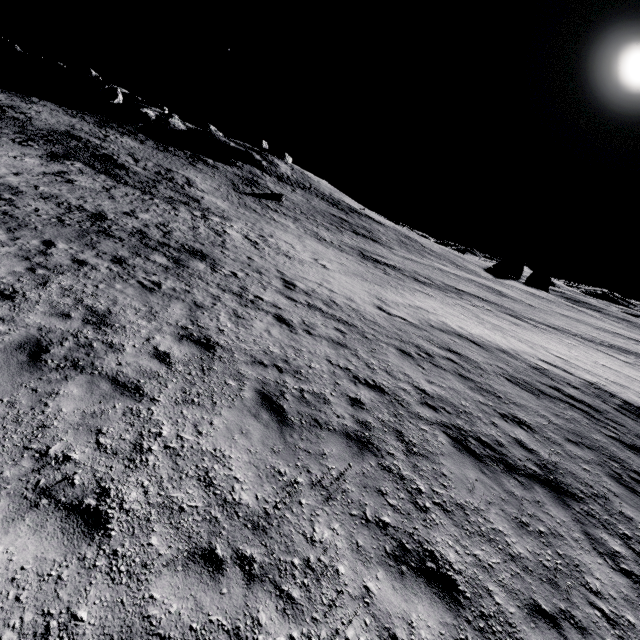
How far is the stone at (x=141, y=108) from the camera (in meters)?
52.03

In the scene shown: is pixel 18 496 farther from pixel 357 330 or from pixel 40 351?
pixel 357 330

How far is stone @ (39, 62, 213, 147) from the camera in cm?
5203
